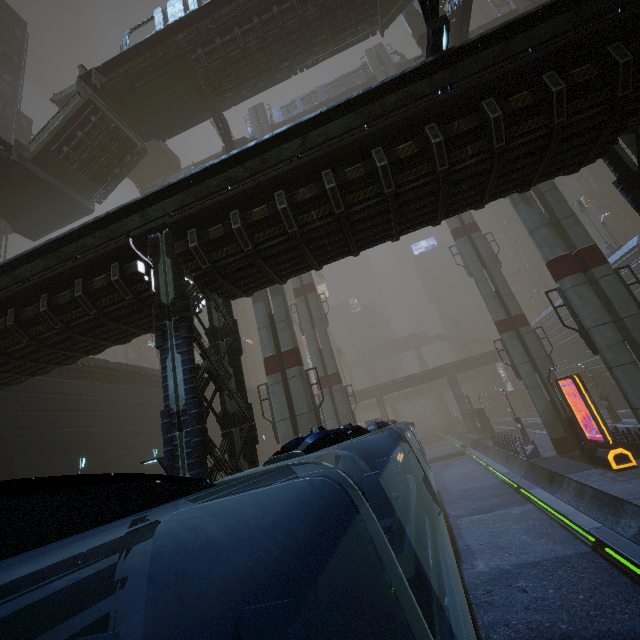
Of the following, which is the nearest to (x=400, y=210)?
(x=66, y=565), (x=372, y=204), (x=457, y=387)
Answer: (x=372, y=204)

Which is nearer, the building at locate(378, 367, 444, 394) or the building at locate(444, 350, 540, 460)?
the building at locate(444, 350, 540, 460)

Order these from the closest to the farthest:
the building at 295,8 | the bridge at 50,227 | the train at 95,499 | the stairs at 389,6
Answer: the train at 95,499 → the building at 295,8 → the stairs at 389,6 → the bridge at 50,227

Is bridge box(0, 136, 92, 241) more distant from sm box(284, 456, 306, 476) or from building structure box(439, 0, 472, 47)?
building structure box(439, 0, 472, 47)

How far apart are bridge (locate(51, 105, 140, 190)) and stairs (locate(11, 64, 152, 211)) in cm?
1

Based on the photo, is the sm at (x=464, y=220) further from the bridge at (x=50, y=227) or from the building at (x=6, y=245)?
the bridge at (x=50, y=227)

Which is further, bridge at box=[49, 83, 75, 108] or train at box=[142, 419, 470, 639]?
bridge at box=[49, 83, 75, 108]

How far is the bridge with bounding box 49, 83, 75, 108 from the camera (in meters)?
30.64
